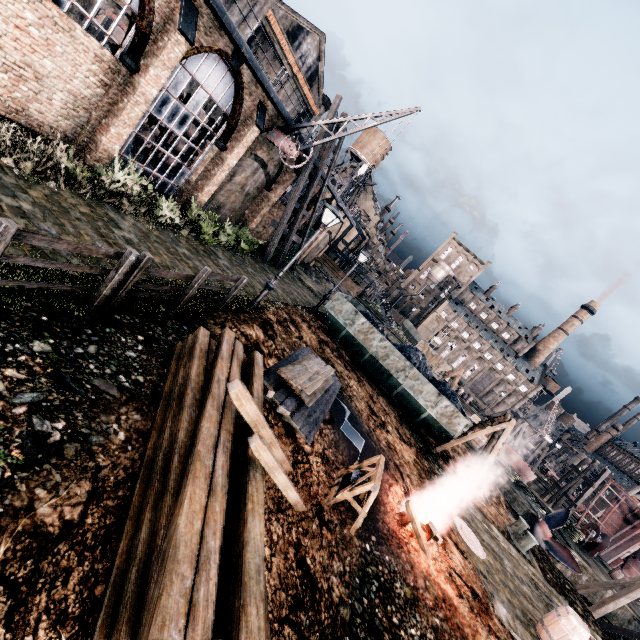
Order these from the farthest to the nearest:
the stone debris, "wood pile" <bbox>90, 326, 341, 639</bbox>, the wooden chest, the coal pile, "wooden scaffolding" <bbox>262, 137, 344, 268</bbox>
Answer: the stone debris, the wooden chest, "wooden scaffolding" <bbox>262, 137, 344, 268</bbox>, the coal pile, "wood pile" <bbox>90, 326, 341, 639</bbox>

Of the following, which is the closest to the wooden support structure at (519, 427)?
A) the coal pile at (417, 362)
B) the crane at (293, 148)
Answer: the coal pile at (417, 362)

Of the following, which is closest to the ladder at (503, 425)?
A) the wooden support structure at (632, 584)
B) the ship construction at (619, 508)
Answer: the wooden support structure at (632, 584)

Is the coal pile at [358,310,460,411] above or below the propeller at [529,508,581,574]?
above

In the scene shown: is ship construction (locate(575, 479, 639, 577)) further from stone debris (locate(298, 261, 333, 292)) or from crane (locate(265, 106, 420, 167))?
crane (locate(265, 106, 420, 167))

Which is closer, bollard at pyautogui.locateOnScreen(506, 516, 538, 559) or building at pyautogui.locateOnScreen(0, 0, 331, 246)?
building at pyautogui.locateOnScreen(0, 0, 331, 246)

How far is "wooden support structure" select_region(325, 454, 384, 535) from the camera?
7.1m

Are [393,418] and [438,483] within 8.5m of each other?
yes
